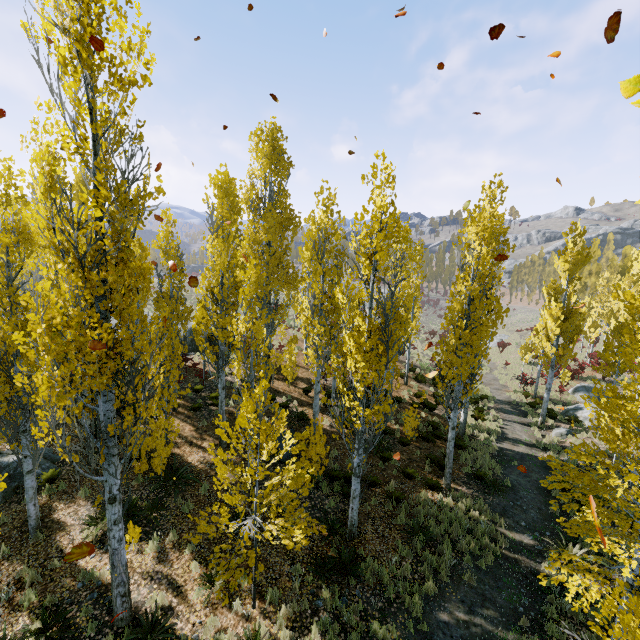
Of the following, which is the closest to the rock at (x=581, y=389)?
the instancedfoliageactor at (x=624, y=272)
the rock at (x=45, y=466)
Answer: the instancedfoliageactor at (x=624, y=272)

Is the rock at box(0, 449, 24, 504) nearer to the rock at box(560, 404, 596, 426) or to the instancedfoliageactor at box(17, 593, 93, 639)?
the instancedfoliageactor at box(17, 593, 93, 639)

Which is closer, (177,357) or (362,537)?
(362,537)

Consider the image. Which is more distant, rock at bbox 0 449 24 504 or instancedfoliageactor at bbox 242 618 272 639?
rock at bbox 0 449 24 504

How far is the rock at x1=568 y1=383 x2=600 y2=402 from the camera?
23.6m

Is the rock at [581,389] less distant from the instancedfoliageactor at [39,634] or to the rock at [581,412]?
the rock at [581,412]

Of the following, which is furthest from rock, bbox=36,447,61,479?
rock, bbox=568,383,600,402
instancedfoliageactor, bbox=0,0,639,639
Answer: rock, bbox=568,383,600,402

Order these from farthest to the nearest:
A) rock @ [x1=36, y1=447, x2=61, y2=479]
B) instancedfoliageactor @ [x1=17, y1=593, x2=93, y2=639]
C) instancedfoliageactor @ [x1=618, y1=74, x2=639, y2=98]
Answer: rock @ [x1=36, y1=447, x2=61, y2=479], instancedfoliageactor @ [x1=17, y1=593, x2=93, y2=639], instancedfoliageactor @ [x1=618, y1=74, x2=639, y2=98]
